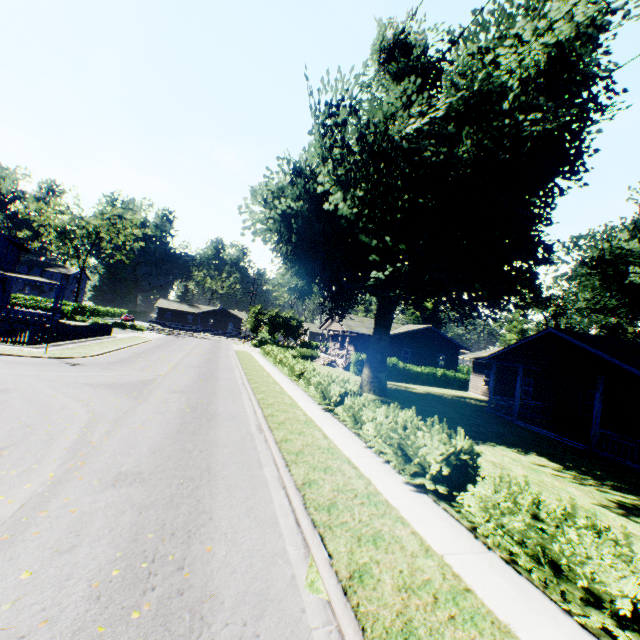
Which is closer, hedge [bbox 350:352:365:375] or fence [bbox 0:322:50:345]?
fence [bbox 0:322:50:345]

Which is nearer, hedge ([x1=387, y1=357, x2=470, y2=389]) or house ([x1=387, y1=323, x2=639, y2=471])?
house ([x1=387, y1=323, x2=639, y2=471])

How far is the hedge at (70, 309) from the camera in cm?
4569

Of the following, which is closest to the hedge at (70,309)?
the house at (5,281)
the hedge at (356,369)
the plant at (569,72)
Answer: the house at (5,281)

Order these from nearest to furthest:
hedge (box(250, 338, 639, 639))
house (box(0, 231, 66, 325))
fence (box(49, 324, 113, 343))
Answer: hedge (box(250, 338, 639, 639)) < fence (box(49, 324, 113, 343)) < house (box(0, 231, 66, 325))

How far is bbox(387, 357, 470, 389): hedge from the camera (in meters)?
33.64

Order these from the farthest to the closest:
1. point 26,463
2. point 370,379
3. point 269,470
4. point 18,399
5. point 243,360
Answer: point 243,360 → point 370,379 → point 18,399 → point 269,470 → point 26,463

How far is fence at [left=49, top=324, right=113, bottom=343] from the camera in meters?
21.8
